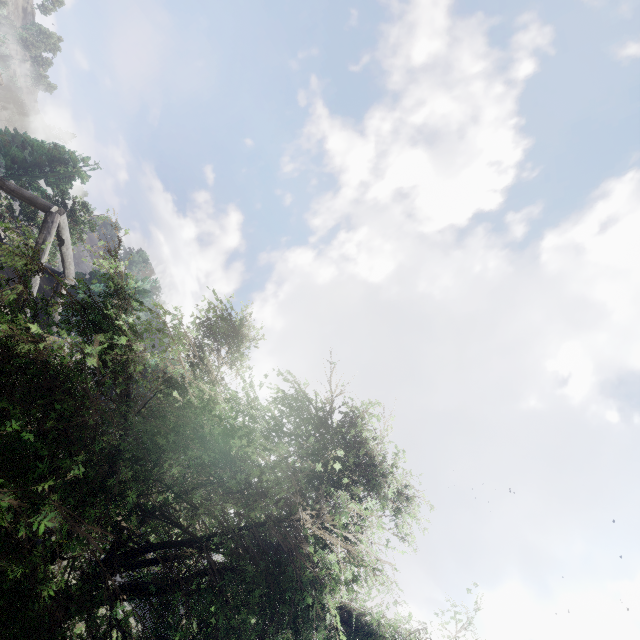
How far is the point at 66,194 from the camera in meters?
21.5
